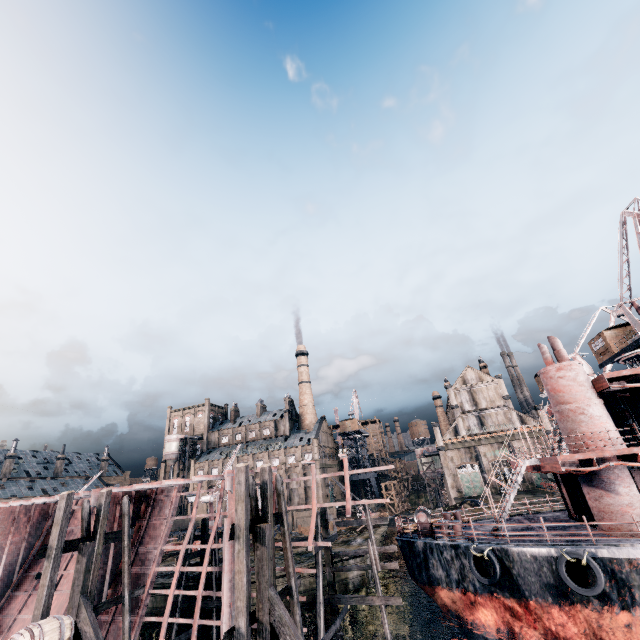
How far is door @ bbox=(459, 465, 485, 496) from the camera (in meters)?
58.34

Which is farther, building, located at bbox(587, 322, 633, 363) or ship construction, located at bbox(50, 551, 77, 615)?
building, located at bbox(587, 322, 633, 363)

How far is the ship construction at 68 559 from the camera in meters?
20.7

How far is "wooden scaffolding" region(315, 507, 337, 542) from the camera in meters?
19.3 m

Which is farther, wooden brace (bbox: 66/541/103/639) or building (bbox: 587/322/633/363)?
building (bbox: 587/322/633/363)

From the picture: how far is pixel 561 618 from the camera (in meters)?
14.13

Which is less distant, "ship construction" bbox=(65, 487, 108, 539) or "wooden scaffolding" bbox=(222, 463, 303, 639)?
"wooden scaffolding" bbox=(222, 463, 303, 639)

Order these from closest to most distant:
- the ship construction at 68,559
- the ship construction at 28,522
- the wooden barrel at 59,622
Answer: the wooden barrel at 59,622 < the ship construction at 68,559 < the ship construction at 28,522
